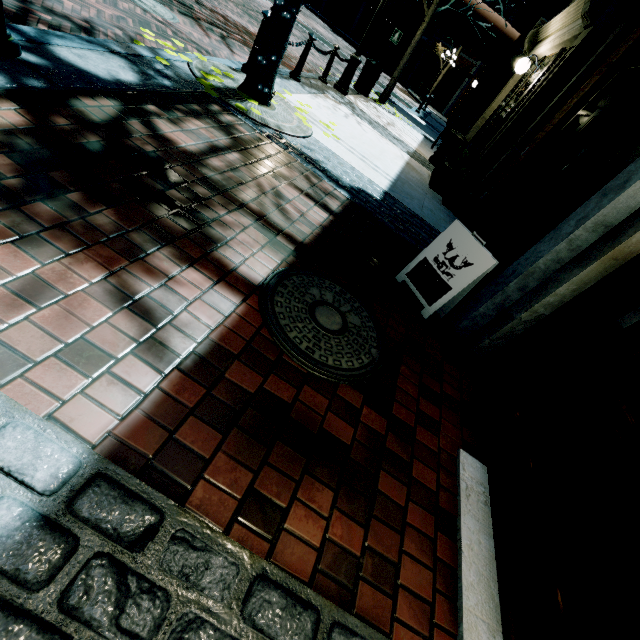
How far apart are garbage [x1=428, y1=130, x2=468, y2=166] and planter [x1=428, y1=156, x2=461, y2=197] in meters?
0.8

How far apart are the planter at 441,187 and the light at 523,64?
2.31m

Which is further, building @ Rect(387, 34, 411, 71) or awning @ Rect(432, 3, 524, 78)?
building @ Rect(387, 34, 411, 71)

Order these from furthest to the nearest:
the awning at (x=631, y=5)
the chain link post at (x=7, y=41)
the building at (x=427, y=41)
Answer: the building at (x=427, y=41) < the awning at (x=631, y=5) < the chain link post at (x=7, y=41)

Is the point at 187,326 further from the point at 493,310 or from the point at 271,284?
the point at 493,310

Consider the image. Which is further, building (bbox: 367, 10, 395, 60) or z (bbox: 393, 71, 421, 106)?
building (bbox: 367, 10, 395, 60)

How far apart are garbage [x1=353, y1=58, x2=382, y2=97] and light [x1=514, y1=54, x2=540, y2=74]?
4.2 meters

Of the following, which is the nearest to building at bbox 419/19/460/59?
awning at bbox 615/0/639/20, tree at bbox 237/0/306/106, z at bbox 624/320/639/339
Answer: awning at bbox 615/0/639/20
